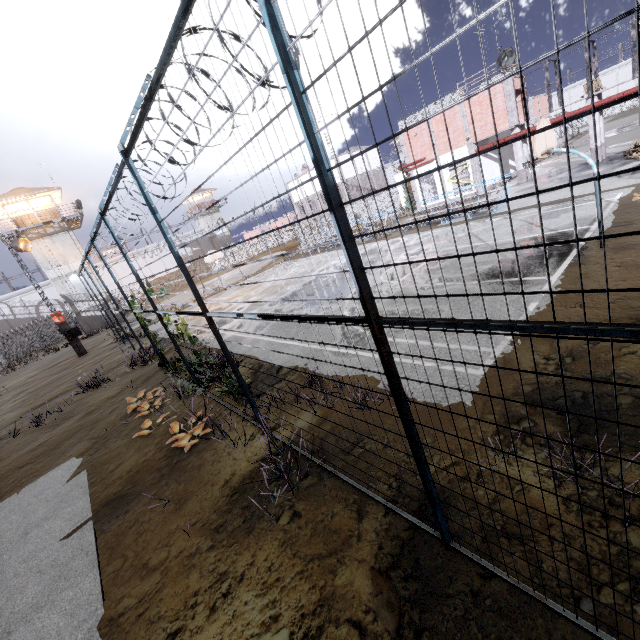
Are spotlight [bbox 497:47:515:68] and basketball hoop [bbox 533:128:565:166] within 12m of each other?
no

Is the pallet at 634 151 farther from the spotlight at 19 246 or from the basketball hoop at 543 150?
the spotlight at 19 246

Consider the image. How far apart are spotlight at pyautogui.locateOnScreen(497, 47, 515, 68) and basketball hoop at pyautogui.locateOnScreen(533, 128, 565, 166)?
17.37m

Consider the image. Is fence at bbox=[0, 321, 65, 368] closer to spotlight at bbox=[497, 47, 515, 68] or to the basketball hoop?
the basketball hoop

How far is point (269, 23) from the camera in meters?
1.9

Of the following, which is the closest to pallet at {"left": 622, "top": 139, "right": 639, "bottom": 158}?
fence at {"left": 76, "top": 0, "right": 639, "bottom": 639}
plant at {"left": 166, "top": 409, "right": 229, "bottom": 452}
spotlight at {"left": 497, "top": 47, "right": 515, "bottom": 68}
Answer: fence at {"left": 76, "top": 0, "right": 639, "bottom": 639}

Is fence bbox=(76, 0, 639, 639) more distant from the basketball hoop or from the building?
the building

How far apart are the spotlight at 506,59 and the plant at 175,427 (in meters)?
27.81
